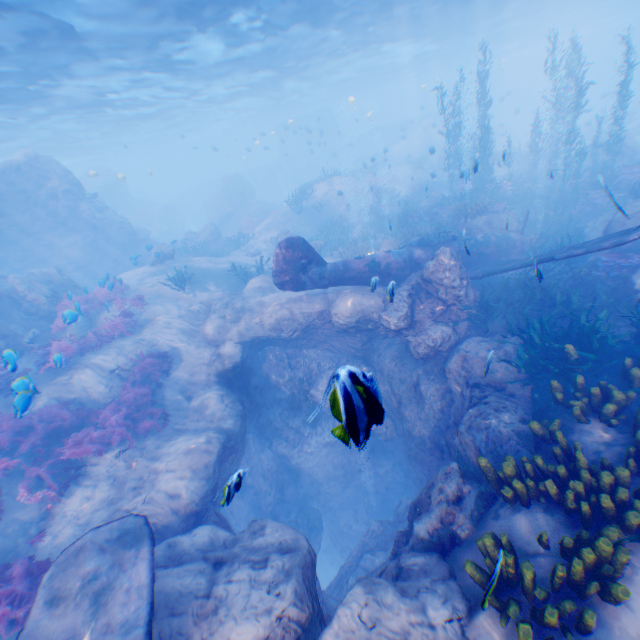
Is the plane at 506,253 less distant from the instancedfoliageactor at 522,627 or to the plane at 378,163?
the instancedfoliageactor at 522,627

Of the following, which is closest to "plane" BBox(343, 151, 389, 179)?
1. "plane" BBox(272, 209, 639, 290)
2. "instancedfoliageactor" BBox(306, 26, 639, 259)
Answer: "instancedfoliageactor" BBox(306, 26, 639, 259)

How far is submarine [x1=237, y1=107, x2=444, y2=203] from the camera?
47.12m

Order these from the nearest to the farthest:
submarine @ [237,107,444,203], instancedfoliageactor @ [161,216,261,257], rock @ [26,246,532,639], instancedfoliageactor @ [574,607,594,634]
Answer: instancedfoliageactor @ [574,607,594,634], rock @ [26,246,532,639], instancedfoliageactor @ [161,216,261,257], submarine @ [237,107,444,203]

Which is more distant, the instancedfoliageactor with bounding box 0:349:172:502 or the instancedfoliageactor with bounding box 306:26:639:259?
the instancedfoliageactor with bounding box 306:26:639:259

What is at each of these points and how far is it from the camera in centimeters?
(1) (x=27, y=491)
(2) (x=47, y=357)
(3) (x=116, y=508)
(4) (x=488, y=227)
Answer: (1) instancedfoliageactor, 809cm
(2) instancedfoliageactor, 1127cm
(3) rock, 813cm
(4) rock, 1566cm

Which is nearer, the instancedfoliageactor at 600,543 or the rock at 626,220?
the instancedfoliageactor at 600,543
